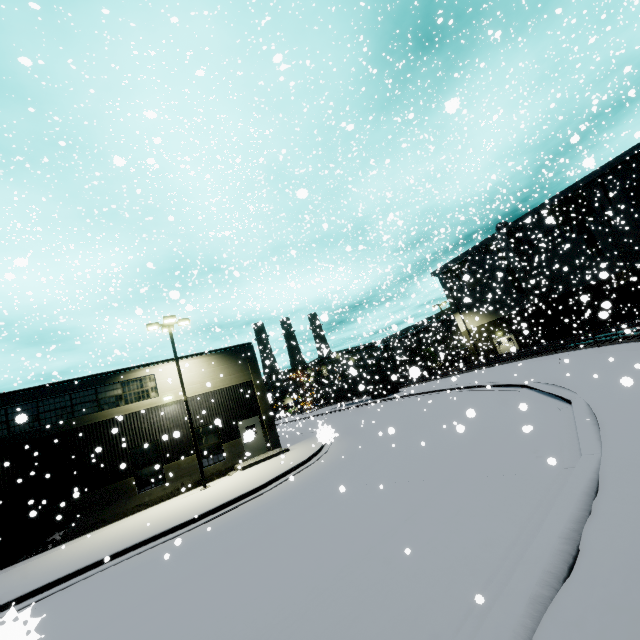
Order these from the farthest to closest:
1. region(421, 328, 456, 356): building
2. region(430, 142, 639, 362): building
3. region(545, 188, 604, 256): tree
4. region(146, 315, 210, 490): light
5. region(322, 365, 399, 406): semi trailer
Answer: region(421, 328, 456, 356): building → region(322, 365, 399, 406): semi trailer → region(545, 188, 604, 256): tree → region(430, 142, 639, 362): building → region(146, 315, 210, 490): light

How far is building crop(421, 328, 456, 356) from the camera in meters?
40.7

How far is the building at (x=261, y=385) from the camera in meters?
20.1 m

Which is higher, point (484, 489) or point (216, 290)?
point (216, 290)

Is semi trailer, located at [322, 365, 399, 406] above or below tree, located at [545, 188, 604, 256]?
below

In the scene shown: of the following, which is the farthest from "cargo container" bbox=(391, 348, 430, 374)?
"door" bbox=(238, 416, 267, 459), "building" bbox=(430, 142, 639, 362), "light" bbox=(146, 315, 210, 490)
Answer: "light" bbox=(146, 315, 210, 490)

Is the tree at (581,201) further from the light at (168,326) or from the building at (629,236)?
the light at (168,326)

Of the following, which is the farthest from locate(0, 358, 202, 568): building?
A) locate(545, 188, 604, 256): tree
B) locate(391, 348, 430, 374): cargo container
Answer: locate(391, 348, 430, 374): cargo container
